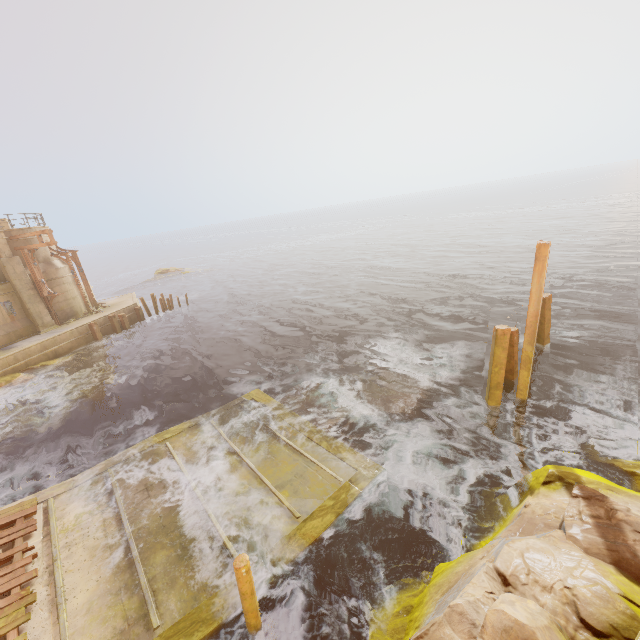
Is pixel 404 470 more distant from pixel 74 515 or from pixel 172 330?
pixel 172 330

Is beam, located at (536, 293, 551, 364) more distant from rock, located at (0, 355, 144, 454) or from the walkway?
rock, located at (0, 355, 144, 454)

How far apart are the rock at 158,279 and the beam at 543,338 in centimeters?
4764cm

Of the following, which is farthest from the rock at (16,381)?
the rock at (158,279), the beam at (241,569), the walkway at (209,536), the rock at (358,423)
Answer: the rock at (158,279)

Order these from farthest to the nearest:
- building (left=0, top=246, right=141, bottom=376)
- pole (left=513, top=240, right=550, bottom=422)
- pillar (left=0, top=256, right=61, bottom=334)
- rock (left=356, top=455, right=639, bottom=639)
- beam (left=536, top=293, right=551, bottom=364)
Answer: pillar (left=0, top=256, right=61, bottom=334), building (left=0, top=246, right=141, bottom=376), beam (left=536, top=293, right=551, bottom=364), pole (left=513, top=240, right=550, bottom=422), rock (left=356, top=455, right=639, bottom=639)

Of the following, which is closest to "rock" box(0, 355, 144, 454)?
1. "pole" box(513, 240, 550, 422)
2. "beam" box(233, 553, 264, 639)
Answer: "beam" box(233, 553, 264, 639)

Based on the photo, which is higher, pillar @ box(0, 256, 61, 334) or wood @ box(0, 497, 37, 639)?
pillar @ box(0, 256, 61, 334)

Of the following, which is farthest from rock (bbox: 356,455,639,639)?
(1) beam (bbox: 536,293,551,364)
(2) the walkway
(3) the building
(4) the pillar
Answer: (4) the pillar
